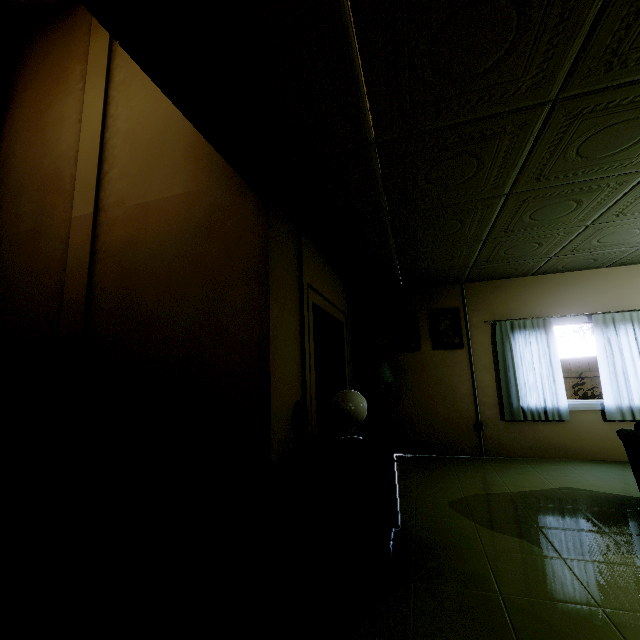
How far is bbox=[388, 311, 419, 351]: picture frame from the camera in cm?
556

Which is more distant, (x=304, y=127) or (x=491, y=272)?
(x=491, y=272)

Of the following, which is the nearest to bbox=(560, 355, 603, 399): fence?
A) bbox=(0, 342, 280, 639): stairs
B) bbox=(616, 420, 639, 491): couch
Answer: bbox=(0, 342, 280, 639): stairs

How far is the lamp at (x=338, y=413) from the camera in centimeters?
260cm

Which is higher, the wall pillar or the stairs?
the wall pillar

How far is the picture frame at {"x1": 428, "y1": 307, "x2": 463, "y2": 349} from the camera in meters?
5.4

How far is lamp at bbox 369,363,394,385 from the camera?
5.09m

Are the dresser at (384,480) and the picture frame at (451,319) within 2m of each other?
no
